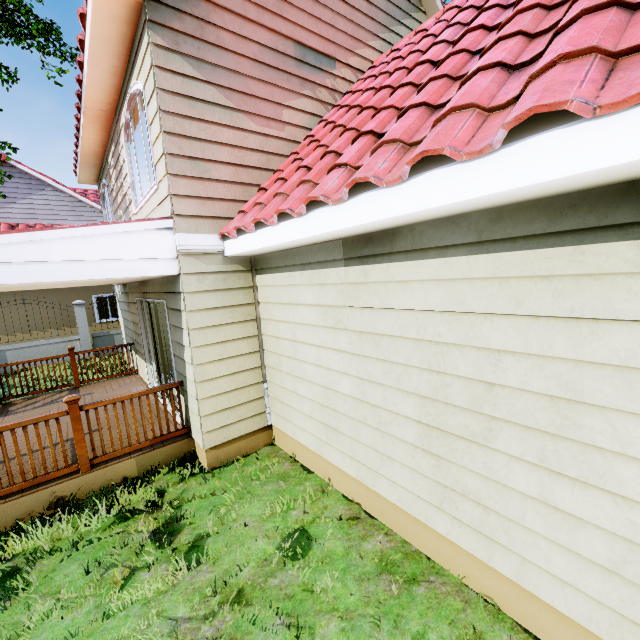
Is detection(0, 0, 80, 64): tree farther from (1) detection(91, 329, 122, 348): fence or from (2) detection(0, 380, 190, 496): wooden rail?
(2) detection(0, 380, 190, 496): wooden rail

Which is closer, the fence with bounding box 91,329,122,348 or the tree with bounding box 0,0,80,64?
the tree with bounding box 0,0,80,64

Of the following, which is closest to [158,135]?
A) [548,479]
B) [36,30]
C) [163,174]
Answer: [163,174]

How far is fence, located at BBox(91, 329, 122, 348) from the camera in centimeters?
1305cm

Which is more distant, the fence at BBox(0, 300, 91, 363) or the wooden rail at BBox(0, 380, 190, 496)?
the fence at BBox(0, 300, 91, 363)

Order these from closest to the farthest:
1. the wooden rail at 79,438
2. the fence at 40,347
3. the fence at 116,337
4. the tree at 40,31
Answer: the wooden rail at 79,438 < the tree at 40,31 < the fence at 40,347 < the fence at 116,337

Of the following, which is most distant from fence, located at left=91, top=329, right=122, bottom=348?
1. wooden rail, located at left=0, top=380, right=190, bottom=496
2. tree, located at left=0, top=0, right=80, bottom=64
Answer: wooden rail, located at left=0, top=380, right=190, bottom=496

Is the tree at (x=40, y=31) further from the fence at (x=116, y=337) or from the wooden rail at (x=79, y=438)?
the wooden rail at (x=79, y=438)
